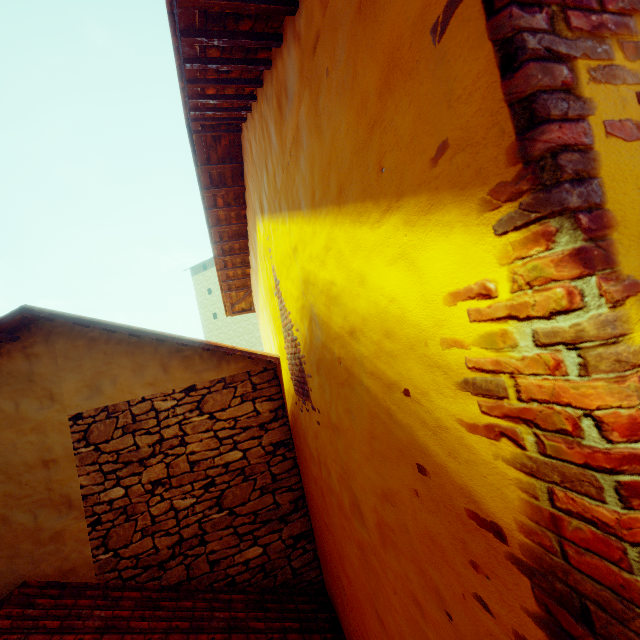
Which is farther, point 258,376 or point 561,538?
point 258,376
